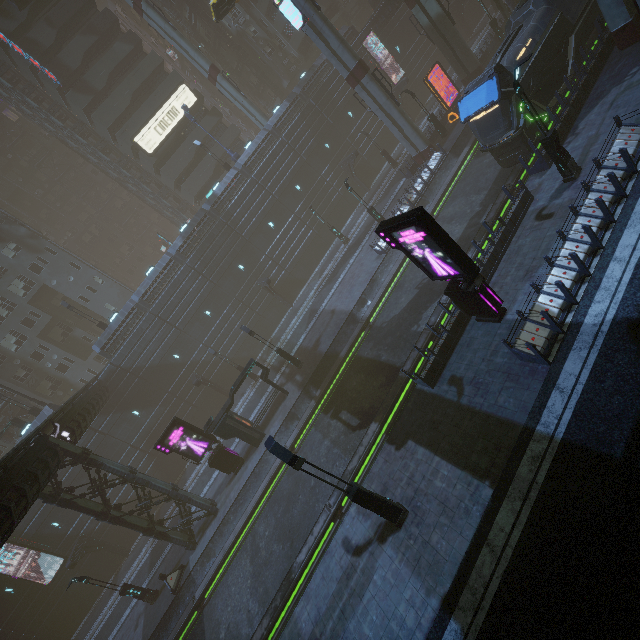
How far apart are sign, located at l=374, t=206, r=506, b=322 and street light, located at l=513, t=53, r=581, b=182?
6.8m

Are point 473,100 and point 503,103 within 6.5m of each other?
yes

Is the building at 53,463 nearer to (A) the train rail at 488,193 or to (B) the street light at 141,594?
(A) the train rail at 488,193

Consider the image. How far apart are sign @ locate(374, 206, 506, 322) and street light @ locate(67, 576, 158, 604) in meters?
26.7 m

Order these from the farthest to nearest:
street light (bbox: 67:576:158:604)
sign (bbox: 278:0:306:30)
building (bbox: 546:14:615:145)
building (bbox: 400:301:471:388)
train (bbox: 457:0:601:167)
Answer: sign (bbox: 278:0:306:30) → street light (bbox: 67:576:158:604) → train (bbox: 457:0:601:167) → building (bbox: 546:14:615:145) → building (bbox: 400:301:471:388)

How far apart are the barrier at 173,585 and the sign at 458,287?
23.9m

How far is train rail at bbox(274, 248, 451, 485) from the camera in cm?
1596

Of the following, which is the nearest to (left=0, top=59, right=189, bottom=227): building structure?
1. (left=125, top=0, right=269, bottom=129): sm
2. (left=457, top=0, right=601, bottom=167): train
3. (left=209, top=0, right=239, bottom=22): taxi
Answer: (left=209, top=0, right=239, bottom=22): taxi
